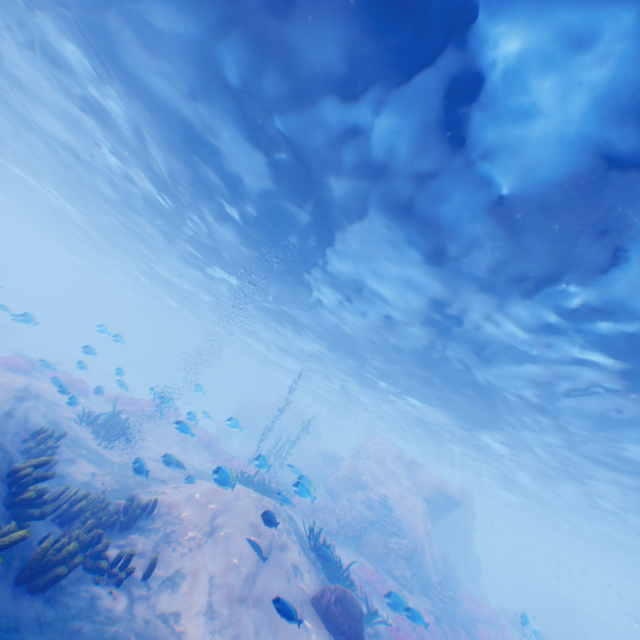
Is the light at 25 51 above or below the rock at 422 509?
above

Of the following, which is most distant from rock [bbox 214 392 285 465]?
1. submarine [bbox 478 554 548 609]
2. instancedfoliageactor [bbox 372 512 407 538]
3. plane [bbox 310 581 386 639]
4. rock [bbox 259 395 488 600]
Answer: submarine [bbox 478 554 548 609]

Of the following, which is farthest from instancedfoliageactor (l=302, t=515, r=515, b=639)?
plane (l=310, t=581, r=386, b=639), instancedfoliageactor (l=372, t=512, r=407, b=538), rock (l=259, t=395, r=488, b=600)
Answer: instancedfoliageactor (l=372, t=512, r=407, b=538)

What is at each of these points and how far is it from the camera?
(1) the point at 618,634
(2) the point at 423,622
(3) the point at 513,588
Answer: (1) submarine, 41.2 meters
(2) instancedfoliageactor, 7.2 meters
(3) submarine, 48.4 meters

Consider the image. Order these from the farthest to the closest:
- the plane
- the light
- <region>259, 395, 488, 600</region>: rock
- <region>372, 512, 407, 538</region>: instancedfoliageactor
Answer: <region>372, 512, 407, 538</region>: instancedfoliageactor < <region>259, 395, 488, 600</region>: rock < the plane < the light

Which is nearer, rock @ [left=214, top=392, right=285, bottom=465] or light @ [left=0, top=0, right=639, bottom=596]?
light @ [left=0, top=0, right=639, bottom=596]

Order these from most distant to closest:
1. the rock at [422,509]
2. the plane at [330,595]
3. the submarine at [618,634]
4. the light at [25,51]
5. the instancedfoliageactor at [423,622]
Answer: the submarine at [618,634] < the rock at [422,509] < the instancedfoliageactor at [423,622] < the plane at [330,595] < the light at [25,51]

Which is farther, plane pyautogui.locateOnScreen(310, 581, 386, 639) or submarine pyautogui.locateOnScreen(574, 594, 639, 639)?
submarine pyautogui.locateOnScreen(574, 594, 639, 639)
